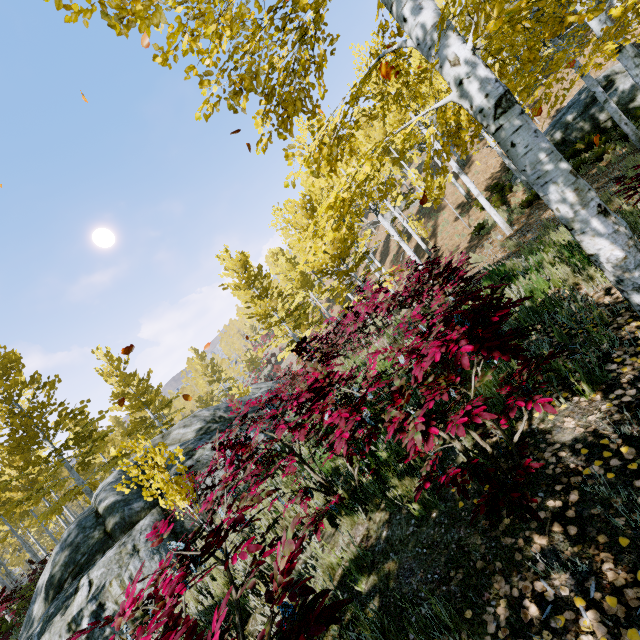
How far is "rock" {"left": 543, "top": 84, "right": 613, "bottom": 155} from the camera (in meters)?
13.34

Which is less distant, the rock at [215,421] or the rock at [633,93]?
the rock at [215,421]

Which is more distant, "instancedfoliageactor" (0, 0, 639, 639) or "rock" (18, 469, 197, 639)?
"rock" (18, 469, 197, 639)

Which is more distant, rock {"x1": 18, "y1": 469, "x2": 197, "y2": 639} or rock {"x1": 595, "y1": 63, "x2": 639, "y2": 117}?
rock {"x1": 595, "y1": 63, "x2": 639, "y2": 117}

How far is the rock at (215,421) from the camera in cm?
792

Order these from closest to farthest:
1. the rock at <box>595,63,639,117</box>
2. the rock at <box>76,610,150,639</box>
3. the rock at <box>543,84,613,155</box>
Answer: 1. the rock at <box>76,610,150,639</box>
2. the rock at <box>595,63,639,117</box>
3. the rock at <box>543,84,613,155</box>

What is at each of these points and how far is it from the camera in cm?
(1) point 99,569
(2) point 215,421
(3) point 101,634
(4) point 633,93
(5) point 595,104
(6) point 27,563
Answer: (1) rock, 545
(2) rock, 998
(3) rock, 457
(4) rock, 1234
(5) rock, 1342
(6) instancedfoliageactor, 3512

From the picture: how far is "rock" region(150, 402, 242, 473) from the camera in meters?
7.9
